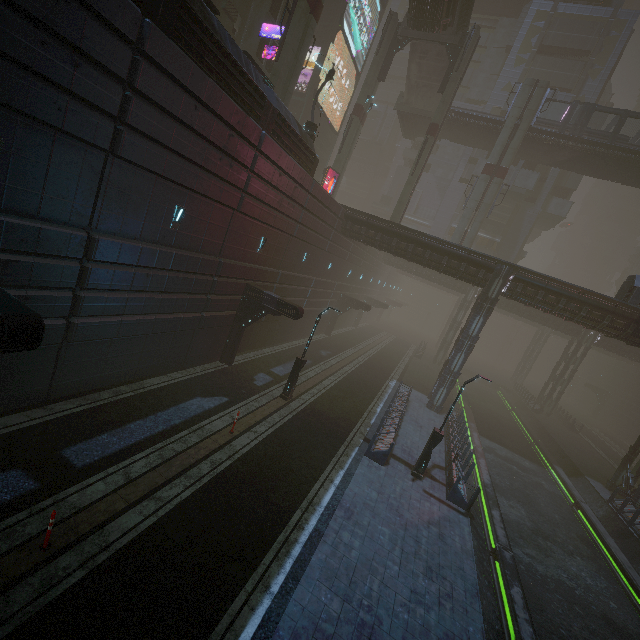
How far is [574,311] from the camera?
21.3 meters

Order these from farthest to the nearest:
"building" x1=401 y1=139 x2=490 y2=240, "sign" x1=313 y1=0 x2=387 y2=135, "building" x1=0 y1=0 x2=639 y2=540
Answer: "building" x1=401 y1=139 x2=490 y2=240
"sign" x1=313 y1=0 x2=387 y2=135
"building" x1=0 y1=0 x2=639 y2=540

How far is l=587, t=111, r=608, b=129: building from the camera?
51.0m

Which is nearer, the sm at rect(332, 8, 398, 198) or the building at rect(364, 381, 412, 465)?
the building at rect(364, 381, 412, 465)

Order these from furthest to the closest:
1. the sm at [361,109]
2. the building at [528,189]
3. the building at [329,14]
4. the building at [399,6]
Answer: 1. the building at [528,189]
2. the building at [399,6]
3. the building at [329,14]
4. the sm at [361,109]

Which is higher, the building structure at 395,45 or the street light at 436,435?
the building structure at 395,45

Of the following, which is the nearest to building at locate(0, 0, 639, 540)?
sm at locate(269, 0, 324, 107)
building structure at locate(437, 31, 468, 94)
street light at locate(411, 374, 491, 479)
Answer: sm at locate(269, 0, 324, 107)

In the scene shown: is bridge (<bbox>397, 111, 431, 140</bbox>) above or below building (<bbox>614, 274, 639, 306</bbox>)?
above
